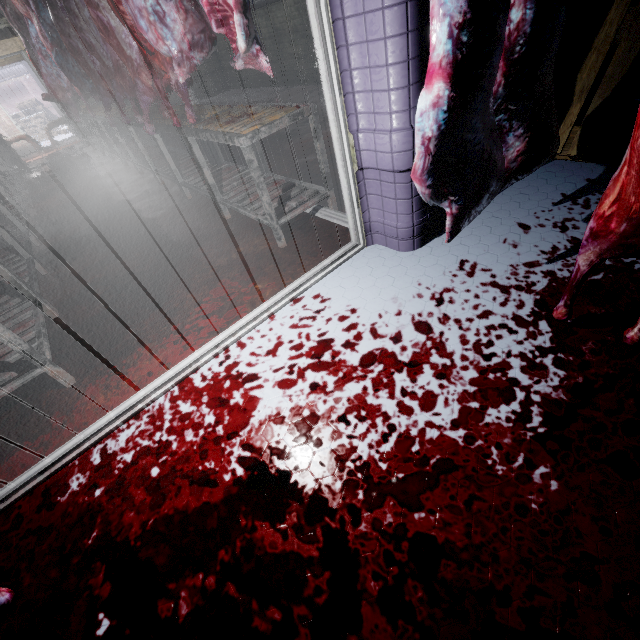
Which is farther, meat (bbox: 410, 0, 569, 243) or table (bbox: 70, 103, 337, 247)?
table (bbox: 70, 103, 337, 247)

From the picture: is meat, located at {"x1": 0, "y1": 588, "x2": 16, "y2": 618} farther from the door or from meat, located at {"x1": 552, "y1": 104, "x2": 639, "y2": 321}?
meat, located at {"x1": 552, "y1": 104, "x2": 639, "y2": 321}

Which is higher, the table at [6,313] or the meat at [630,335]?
the table at [6,313]

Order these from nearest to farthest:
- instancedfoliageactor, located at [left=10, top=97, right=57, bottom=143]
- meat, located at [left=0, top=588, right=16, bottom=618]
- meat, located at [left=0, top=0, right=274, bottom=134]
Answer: meat, located at [left=0, top=588, right=16, bottom=618] < meat, located at [left=0, top=0, right=274, bottom=134] < instancedfoliageactor, located at [left=10, top=97, right=57, bottom=143]

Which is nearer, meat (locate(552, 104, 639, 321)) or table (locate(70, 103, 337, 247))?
meat (locate(552, 104, 639, 321))

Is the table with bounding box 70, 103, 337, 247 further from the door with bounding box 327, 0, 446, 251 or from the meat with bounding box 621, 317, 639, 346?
the meat with bounding box 621, 317, 639, 346

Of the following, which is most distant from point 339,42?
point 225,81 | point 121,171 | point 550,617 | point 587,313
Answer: point 225,81

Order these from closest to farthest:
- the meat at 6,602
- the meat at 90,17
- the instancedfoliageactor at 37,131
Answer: the meat at 6,602 < the meat at 90,17 < the instancedfoliageactor at 37,131
